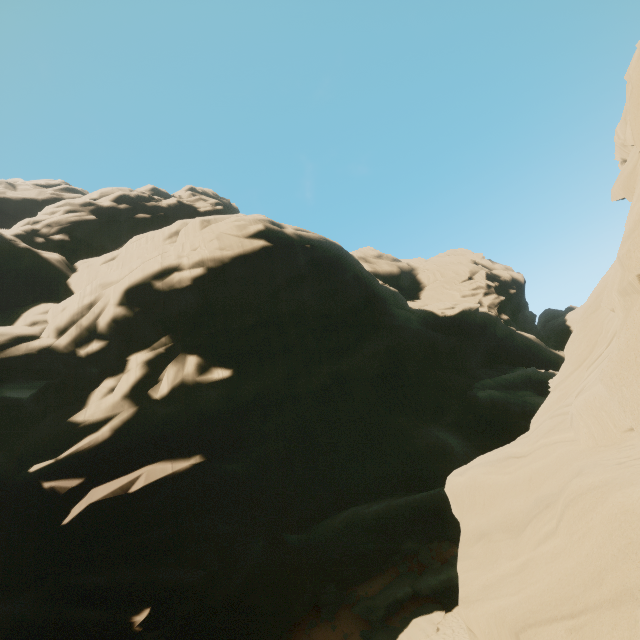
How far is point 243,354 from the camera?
25.8 meters
